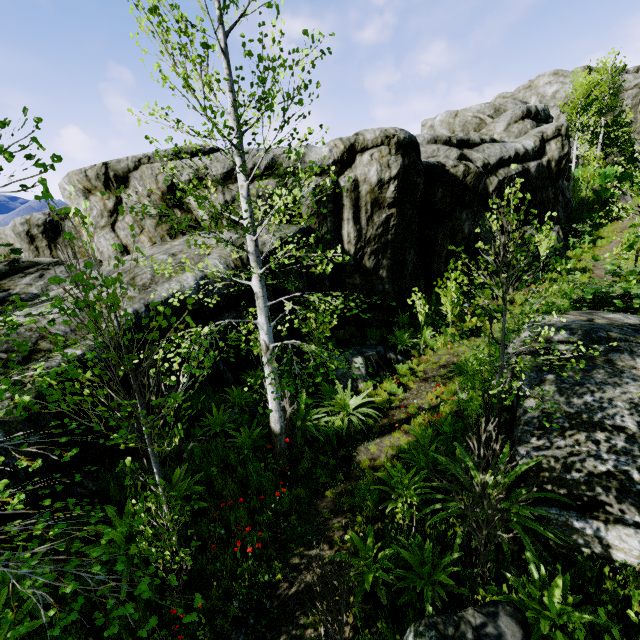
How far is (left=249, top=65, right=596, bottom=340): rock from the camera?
10.9 meters

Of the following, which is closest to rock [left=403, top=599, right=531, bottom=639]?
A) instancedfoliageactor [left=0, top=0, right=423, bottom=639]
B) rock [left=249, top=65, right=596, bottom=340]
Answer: instancedfoliageactor [left=0, top=0, right=423, bottom=639]

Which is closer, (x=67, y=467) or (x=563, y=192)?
(x=67, y=467)

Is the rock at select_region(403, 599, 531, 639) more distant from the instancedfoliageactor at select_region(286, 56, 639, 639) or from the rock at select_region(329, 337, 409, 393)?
the rock at select_region(329, 337, 409, 393)

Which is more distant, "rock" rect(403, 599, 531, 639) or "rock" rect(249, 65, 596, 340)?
"rock" rect(249, 65, 596, 340)

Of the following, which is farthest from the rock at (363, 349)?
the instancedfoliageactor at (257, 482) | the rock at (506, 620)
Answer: the rock at (506, 620)
